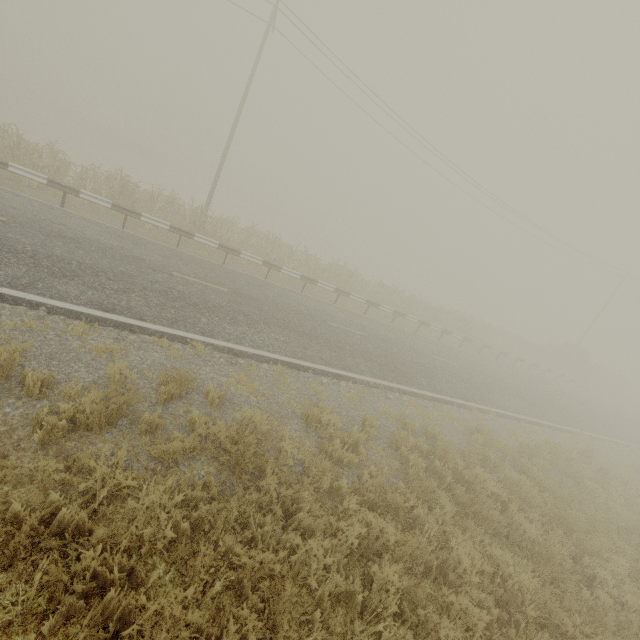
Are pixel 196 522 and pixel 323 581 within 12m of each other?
yes
